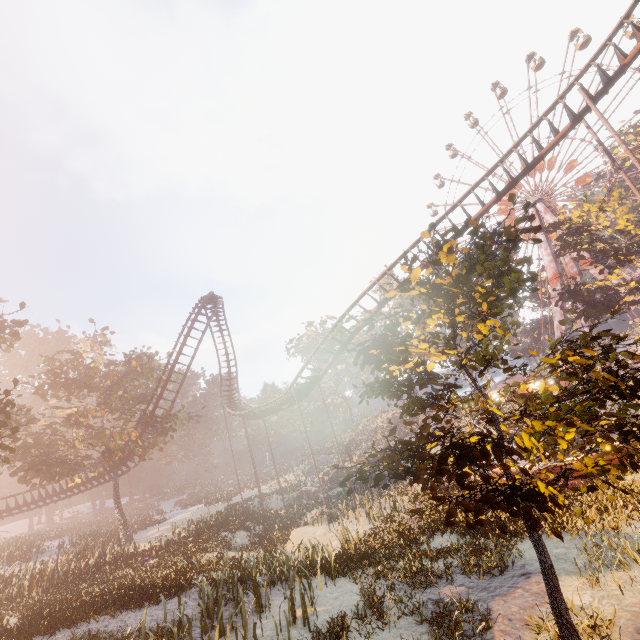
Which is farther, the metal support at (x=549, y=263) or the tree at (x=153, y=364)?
the metal support at (x=549, y=263)

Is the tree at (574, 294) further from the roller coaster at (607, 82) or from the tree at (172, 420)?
the tree at (172, 420)

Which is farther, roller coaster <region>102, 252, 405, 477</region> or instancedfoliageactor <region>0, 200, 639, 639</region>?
roller coaster <region>102, 252, 405, 477</region>

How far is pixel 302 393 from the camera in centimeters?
2486cm

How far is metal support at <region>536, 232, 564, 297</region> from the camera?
45.4m

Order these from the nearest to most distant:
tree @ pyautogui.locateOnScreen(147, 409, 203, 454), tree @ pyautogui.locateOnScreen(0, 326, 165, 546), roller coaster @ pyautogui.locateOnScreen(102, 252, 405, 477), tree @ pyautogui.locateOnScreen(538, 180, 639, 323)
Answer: roller coaster @ pyautogui.locateOnScreen(102, 252, 405, 477) → tree @ pyautogui.locateOnScreen(0, 326, 165, 546) → tree @ pyautogui.locateOnScreen(538, 180, 639, 323) → tree @ pyautogui.locateOnScreen(147, 409, 203, 454)

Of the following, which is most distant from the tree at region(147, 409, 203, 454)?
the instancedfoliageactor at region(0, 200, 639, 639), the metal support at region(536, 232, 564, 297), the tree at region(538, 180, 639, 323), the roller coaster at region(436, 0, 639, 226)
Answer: the metal support at region(536, 232, 564, 297)
